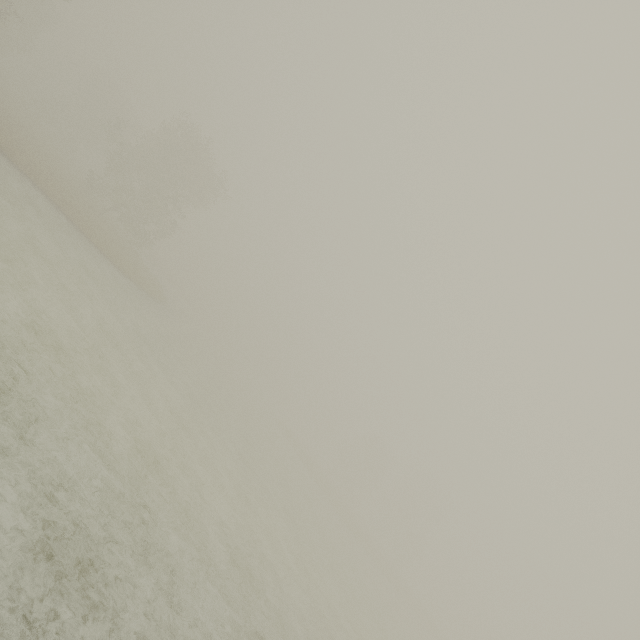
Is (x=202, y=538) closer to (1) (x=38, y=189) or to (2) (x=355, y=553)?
(1) (x=38, y=189)
